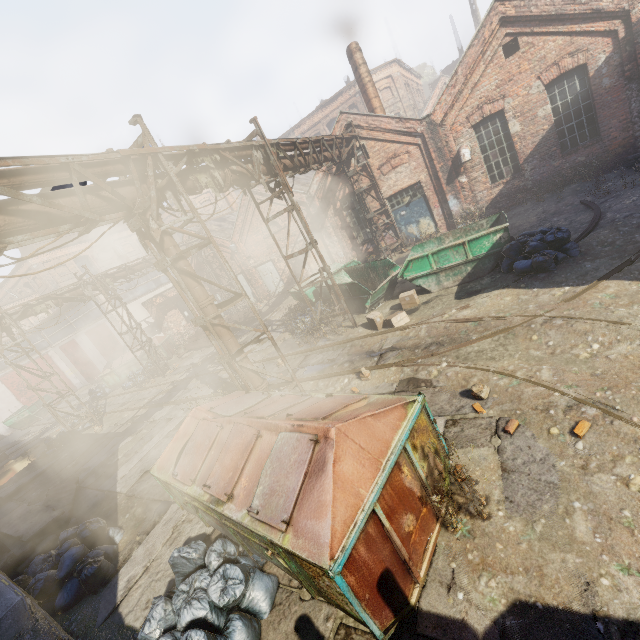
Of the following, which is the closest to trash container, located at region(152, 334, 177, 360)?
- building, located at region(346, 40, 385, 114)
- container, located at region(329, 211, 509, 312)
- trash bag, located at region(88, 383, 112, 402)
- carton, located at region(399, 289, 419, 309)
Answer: trash bag, located at region(88, 383, 112, 402)

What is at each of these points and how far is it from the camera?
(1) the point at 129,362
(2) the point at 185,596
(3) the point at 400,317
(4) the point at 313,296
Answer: (1) trash container, 21.2m
(2) trash bag, 4.2m
(3) carton, 9.6m
(4) container, 14.4m

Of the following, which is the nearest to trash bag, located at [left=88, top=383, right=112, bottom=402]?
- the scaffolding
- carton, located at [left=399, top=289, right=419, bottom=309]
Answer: the scaffolding

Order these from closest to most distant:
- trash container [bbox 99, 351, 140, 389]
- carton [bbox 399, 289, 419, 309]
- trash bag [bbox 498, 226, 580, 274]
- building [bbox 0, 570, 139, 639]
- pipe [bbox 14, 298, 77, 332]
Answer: building [bbox 0, 570, 139, 639], trash bag [bbox 498, 226, 580, 274], carton [bbox 399, 289, 419, 309], pipe [bbox 14, 298, 77, 332], trash container [bbox 99, 351, 140, 389]

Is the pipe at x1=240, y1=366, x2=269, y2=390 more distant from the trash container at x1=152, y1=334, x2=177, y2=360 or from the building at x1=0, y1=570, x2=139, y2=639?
the trash container at x1=152, y1=334, x2=177, y2=360

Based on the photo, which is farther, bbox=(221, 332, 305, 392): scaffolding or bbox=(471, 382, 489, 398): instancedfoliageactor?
bbox=(221, 332, 305, 392): scaffolding

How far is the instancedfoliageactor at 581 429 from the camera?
4.1 meters

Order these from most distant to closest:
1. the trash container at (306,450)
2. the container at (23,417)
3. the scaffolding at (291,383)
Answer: the container at (23,417) → the scaffolding at (291,383) → the trash container at (306,450)
